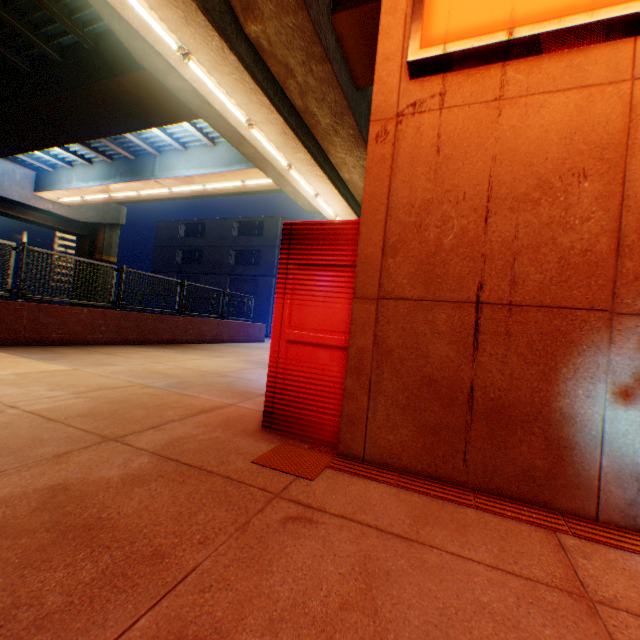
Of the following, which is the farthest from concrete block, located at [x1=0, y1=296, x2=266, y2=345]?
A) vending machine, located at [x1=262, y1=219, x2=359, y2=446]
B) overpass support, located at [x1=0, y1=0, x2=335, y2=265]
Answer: vending machine, located at [x1=262, y1=219, x2=359, y2=446]

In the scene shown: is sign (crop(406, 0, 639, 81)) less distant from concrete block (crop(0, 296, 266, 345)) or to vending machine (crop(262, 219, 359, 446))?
vending machine (crop(262, 219, 359, 446))

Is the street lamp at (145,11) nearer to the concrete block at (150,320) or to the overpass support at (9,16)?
the overpass support at (9,16)

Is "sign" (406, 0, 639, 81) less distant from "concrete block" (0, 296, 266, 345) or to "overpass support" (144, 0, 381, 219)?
"overpass support" (144, 0, 381, 219)

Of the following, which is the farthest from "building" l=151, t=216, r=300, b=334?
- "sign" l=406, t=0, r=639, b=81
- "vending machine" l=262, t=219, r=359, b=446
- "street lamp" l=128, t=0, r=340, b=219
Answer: "sign" l=406, t=0, r=639, b=81

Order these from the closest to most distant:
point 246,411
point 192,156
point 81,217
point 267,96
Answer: point 246,411, point 267,96, point 192,156, point 81,217

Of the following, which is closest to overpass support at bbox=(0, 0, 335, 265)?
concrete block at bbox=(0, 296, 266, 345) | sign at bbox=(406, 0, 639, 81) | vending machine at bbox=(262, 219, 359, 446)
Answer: concrete block at bbox=(0, 296, 266, 345)

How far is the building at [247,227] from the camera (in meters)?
31.72
